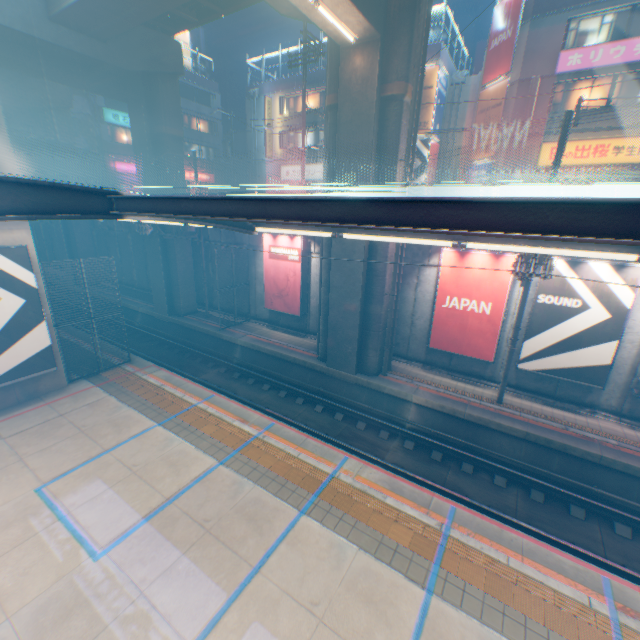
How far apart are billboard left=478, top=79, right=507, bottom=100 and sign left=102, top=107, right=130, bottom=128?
31.6m

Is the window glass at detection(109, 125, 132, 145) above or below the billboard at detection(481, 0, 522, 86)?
below

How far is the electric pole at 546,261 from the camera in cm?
782

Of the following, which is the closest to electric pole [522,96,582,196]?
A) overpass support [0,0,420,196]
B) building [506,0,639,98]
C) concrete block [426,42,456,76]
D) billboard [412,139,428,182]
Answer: overpass support [0,0,420,196]

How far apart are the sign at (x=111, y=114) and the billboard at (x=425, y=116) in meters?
25.8

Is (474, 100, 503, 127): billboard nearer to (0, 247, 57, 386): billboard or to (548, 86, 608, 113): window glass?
(548, 86, 608, 113): window glass

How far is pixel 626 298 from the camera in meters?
10.4

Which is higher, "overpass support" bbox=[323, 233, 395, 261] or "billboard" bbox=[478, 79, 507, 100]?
"billboard" bbox=[478, 79, 507, 100]
